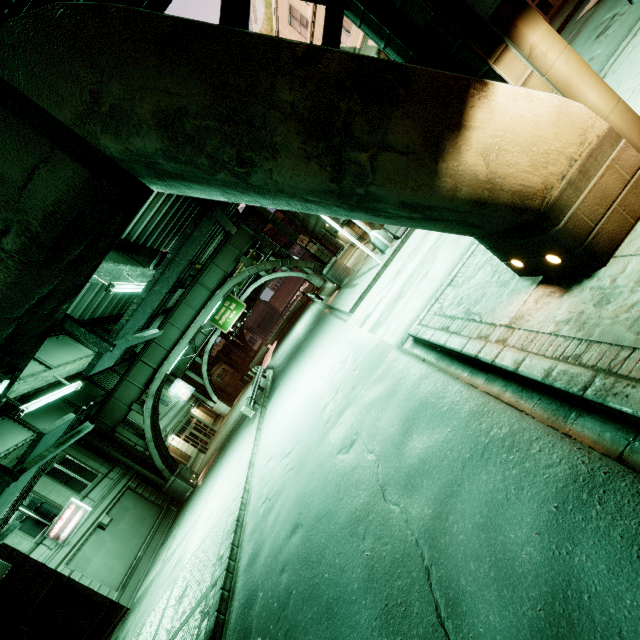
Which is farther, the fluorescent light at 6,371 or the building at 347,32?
the building at 347,32

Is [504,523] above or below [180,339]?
below

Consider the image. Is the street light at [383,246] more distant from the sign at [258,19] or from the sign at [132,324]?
the sign at [258,19]

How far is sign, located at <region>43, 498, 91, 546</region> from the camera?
15.82m

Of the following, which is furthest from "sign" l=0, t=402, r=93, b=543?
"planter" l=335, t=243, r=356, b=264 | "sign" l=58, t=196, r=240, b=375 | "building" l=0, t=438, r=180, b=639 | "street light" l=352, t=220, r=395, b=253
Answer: "planter" l=335, t=243, r=356, b=264

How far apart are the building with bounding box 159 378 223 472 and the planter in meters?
21.5

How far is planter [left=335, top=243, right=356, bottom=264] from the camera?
30.0m

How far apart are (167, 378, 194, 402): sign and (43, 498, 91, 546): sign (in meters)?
19.80
